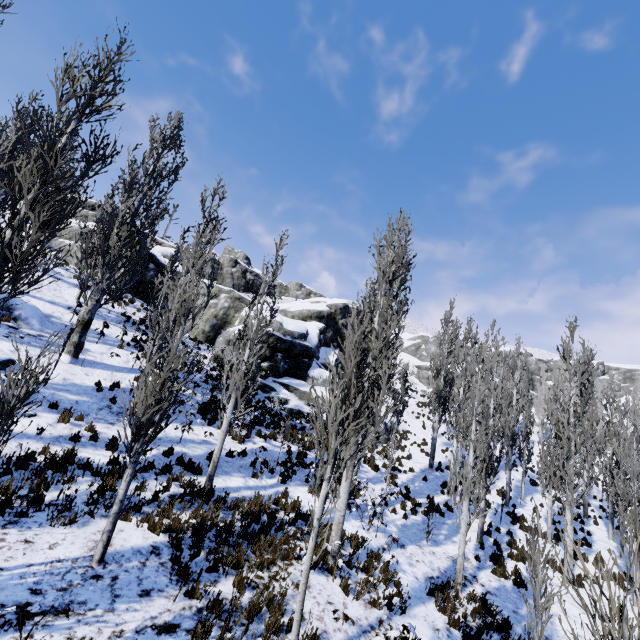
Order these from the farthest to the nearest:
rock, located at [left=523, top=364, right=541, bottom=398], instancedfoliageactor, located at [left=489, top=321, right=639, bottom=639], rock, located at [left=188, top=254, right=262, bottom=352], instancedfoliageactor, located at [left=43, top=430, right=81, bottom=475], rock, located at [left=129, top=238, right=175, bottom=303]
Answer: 1. rock, located at [left=523, top=364, right=541, bottom=398]
2. rock, located at [left=129, top=238, right=175, bottom=303]
3. rock, located at [left=188, top=254, right=262, bottom=352]
4. instancedfoliageactor, located at [left=43, top=430, right=81, bottom=475]
5. instancedfoliageactor, located at [left=489, top=321, right=639, bottom=639]

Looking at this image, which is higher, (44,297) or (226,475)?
(44,297)

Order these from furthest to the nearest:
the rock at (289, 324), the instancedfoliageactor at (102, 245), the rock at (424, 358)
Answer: the rock at (424, 358) → the rock at (289, 324) → the instancedfoliageactor at (102, 245)

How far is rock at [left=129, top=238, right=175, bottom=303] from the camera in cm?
2491

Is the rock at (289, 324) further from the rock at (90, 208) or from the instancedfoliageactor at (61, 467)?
the rock at (90, 208)
